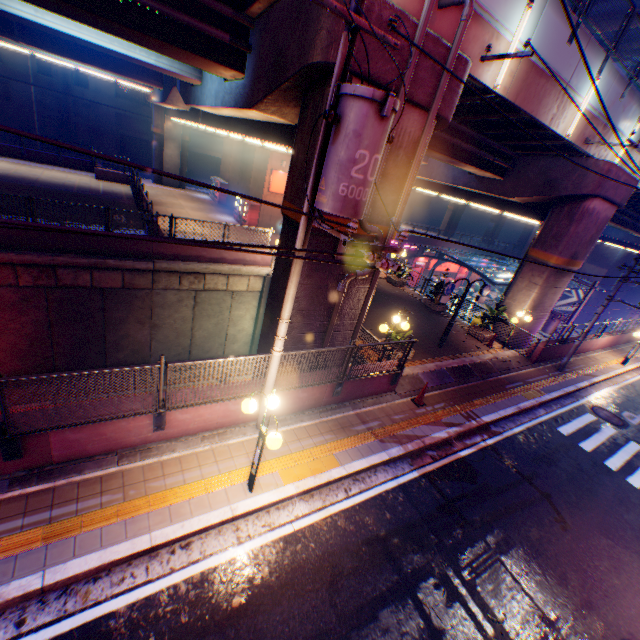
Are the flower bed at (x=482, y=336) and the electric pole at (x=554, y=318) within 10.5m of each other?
yes

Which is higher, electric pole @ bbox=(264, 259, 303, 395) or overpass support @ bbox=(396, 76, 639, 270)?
overpass support @ bbox=(396, 76, 639, 270)

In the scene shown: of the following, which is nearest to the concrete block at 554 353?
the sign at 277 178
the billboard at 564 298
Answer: the billboard at 564 298

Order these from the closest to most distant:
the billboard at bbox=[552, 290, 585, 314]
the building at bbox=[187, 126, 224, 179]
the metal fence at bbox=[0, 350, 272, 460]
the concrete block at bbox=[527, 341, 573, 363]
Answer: the metal fence at bbox=[0, 350, 272, 460] < the concrete block at bbox=[527, 341, 573, 363] < the building at bbox=[187, 126, 224, 179] < the billboard at bbox=[552, 290, 585, 314]

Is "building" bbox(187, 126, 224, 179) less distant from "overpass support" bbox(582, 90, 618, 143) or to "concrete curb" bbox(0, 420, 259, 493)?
"overpass support" bbox(582, 90, 618, 143)

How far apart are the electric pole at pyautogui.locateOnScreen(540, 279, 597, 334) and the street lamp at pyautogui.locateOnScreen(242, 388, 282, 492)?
23.49m

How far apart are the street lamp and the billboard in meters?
57.6 m

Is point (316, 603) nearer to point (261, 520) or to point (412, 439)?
point (261, 520)
